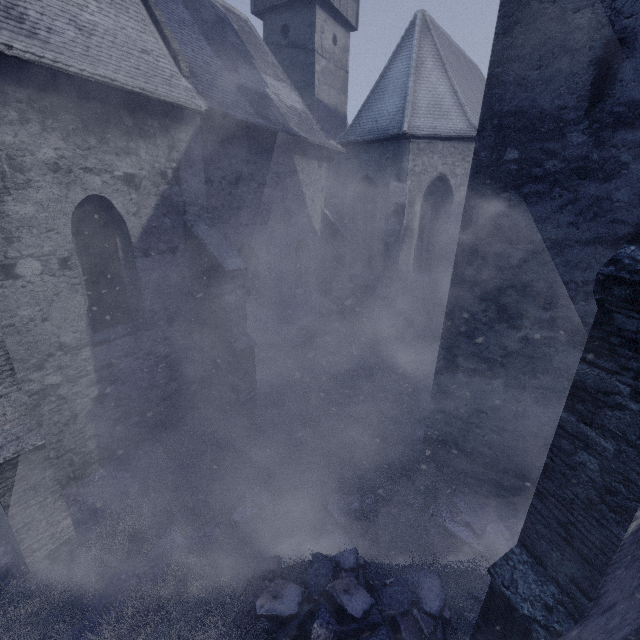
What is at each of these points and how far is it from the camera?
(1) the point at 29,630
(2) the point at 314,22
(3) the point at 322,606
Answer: (1) instancedfoliageactor, 3.9m
(2) building, 14.2m
(3) instancedfoliageactor, 3.8m

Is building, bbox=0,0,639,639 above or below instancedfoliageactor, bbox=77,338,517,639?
above

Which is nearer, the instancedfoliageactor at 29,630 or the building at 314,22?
the building at 314,22

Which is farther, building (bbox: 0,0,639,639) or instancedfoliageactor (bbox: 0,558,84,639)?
instancedfoliageactor (bbox: 0,558,84,639)

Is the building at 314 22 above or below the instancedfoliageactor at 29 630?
above
